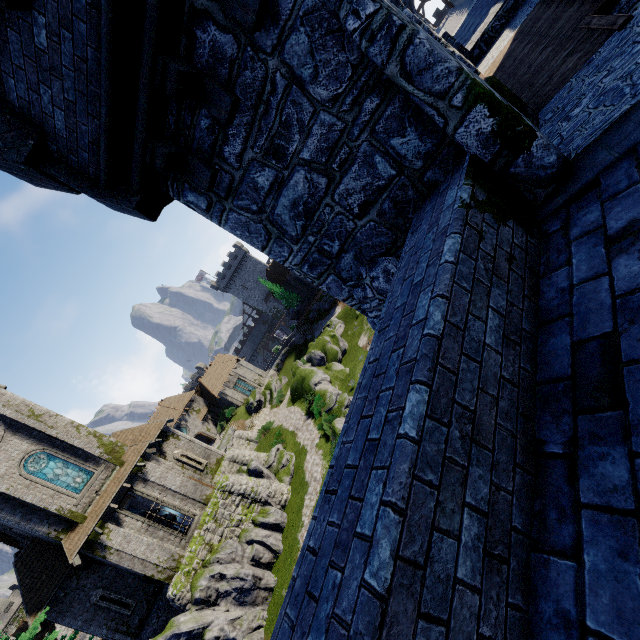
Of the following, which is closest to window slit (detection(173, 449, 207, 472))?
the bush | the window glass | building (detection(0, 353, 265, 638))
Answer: building (detection(0, 353, 265, 638))

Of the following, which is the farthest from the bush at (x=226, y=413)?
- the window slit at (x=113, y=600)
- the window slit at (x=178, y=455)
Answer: the window slit at (x=113, y=600)

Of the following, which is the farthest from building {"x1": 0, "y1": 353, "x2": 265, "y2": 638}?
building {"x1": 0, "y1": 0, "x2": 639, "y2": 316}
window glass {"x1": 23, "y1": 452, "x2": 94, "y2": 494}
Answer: building {"x1": 0, "y1": 0, "x2": 639, "y2": 316}

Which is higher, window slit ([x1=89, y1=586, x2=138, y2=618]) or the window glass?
the window glass

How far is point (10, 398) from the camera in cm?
2073

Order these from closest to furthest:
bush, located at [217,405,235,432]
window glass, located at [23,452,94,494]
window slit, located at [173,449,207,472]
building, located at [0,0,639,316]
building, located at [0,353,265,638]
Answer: building, located at [0,0,639,316], building, located at [0,353,265,638], window glass, located at [23,452,94,494], window slit, located at [173,449,207,472], bush, located at [217,405,235,432]

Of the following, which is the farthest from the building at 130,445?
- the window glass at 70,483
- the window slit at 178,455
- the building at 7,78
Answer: the building at 7,78

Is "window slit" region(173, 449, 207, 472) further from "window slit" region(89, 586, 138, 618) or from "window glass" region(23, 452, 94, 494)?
"window slit" region(89, 586, 138, 618)
